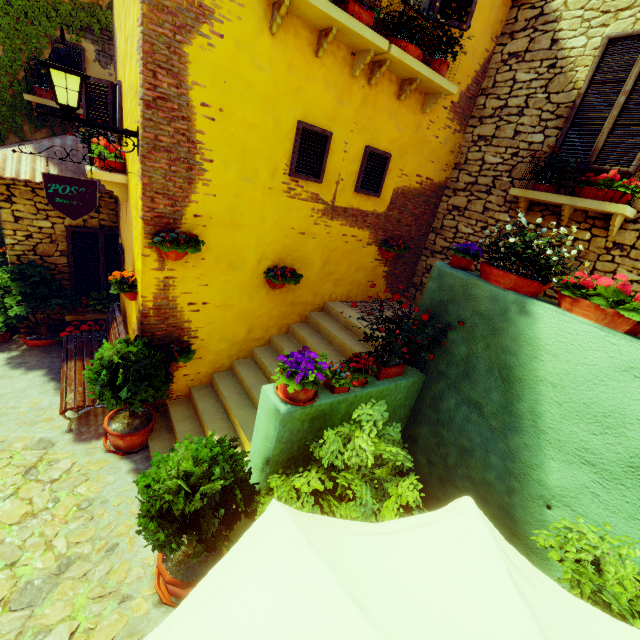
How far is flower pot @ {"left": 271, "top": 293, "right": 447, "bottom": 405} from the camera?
2.8m

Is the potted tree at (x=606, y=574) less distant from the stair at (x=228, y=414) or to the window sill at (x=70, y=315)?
the stair at (x=228, y=414)

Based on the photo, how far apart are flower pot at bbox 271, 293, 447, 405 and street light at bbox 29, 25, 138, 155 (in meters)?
2.91

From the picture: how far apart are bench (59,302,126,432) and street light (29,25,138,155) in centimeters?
280cm

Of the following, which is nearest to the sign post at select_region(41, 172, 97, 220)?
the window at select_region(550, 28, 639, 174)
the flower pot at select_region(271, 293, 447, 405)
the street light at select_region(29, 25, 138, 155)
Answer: the street light at select_region(29, 25, 138, 155)

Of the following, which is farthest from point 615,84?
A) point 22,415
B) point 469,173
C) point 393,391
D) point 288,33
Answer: point 22,415

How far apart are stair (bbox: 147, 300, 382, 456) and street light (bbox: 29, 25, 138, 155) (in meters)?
3.27

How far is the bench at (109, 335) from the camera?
4.6 meters
